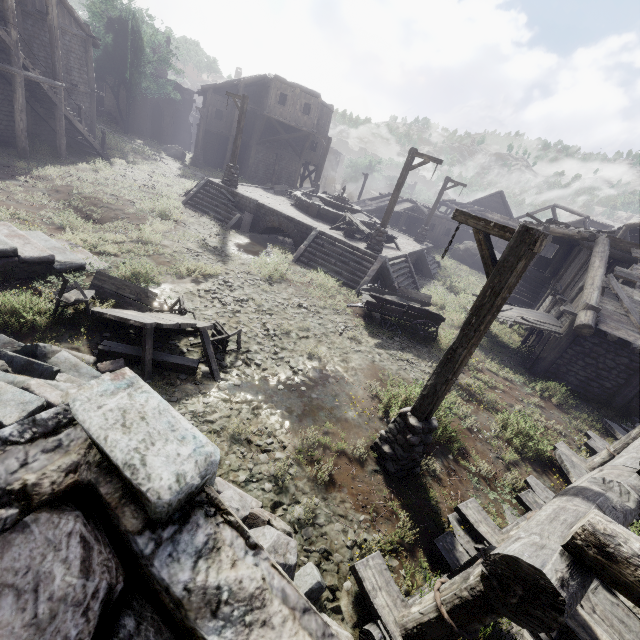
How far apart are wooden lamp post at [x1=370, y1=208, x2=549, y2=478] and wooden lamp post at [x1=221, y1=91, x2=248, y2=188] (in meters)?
16.36

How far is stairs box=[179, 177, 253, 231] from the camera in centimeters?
1744cm

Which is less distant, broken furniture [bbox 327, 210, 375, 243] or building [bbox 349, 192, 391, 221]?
broken furniture [bbox 327, 210, 375, 243]

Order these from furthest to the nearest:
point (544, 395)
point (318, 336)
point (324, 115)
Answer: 1. point (324, 115)
2. point (544, 395)
3. point (318, 336)

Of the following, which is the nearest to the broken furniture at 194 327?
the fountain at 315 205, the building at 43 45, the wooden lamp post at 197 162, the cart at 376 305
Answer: the building at 43 45

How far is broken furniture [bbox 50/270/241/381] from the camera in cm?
630

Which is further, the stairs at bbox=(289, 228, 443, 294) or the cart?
the stairs at bbox=(289, 228, 443, 294)

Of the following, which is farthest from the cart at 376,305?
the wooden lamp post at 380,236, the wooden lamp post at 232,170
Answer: the wooden lamp post at 232,170
